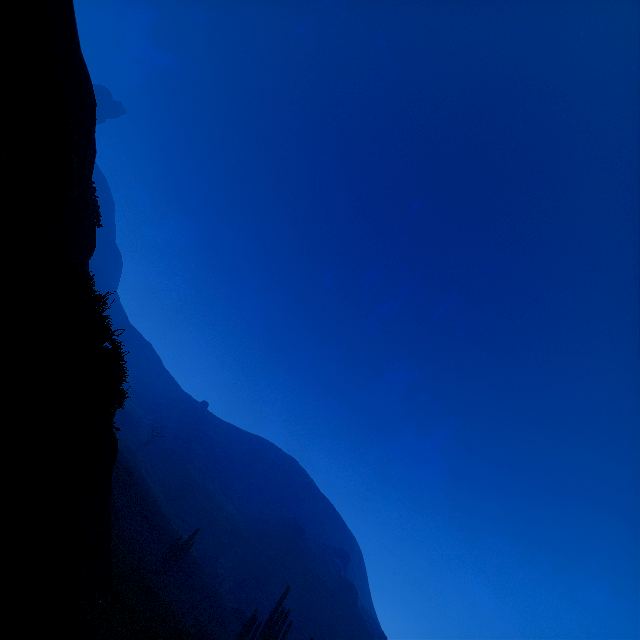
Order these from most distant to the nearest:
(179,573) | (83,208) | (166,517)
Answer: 1. (166,517)
2. (179,573)
3. (83,208)

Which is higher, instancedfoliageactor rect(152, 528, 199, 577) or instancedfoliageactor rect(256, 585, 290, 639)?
instancedfoliageactor rect(256, 585, 290, 639)

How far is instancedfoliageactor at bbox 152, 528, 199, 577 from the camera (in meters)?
25.13

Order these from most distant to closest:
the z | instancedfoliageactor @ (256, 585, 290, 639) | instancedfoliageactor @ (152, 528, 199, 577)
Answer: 1. instancedfoliageactor @ (152, 528, 199, 577)
2. instancedfoliageactor @ (256, 585, 290, 639)
3. the z

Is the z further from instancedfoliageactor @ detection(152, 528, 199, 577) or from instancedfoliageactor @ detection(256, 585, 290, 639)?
instancedfoliageactor @ detection(152, 528, 199, 577)

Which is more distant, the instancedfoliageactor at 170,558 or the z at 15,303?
the instancedfoliageactor at 170,558

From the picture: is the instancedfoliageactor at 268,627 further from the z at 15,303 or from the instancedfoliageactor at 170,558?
the instancedfoliageactor at 170,558
